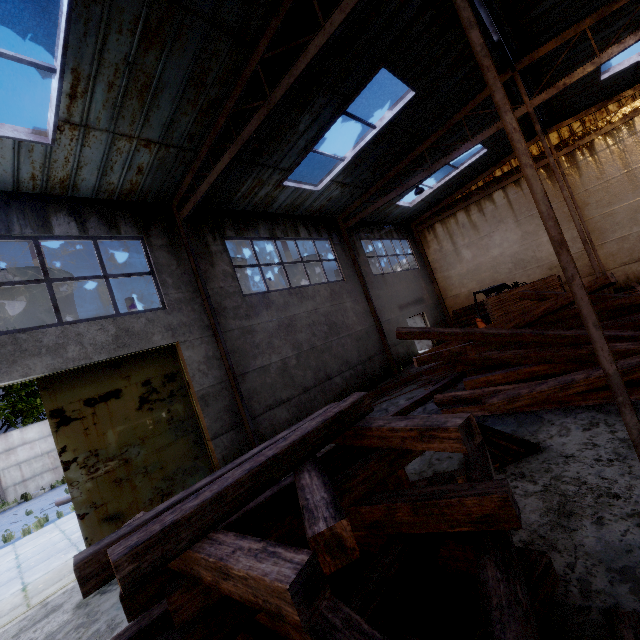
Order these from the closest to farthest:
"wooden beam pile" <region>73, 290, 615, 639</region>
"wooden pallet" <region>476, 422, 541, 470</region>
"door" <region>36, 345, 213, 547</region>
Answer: "wooden beam pile" <region>73, 290, 615, 639</region> < "wooden pallet" <region>476, 422, 541, 470</region> < "door" <region>36, 345, 213, 547</region>

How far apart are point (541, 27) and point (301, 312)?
10.7m

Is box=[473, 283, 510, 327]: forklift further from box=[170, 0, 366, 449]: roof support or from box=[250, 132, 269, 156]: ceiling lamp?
box=[250, 132, 269, 156]: ceiling lamp

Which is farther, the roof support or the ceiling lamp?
the ceiling lamp

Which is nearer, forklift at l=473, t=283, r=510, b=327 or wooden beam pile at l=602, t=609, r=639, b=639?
wooden beam pile at l=602, t=609, r=639, b=639

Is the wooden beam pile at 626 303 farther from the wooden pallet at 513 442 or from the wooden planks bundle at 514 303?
the wooden planks bundle at 514 303

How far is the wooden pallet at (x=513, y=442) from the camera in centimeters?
477cm

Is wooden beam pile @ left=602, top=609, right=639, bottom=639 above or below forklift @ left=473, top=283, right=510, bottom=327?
below
